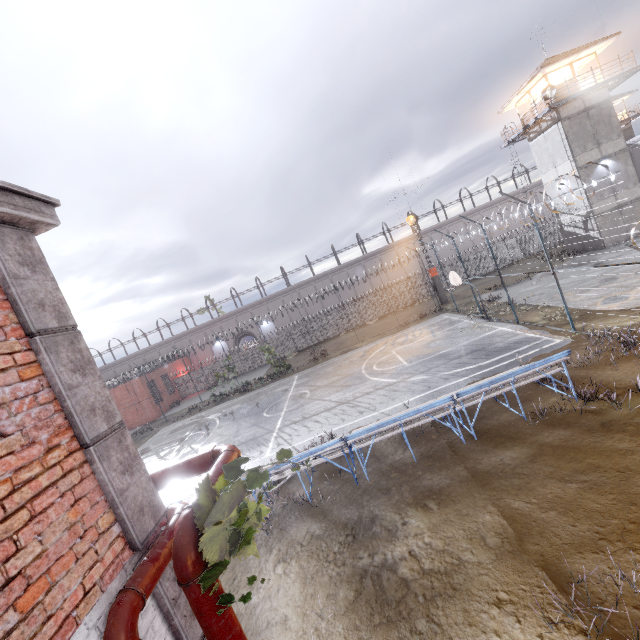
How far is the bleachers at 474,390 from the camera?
8.7 meters

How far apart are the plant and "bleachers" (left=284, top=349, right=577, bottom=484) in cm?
579

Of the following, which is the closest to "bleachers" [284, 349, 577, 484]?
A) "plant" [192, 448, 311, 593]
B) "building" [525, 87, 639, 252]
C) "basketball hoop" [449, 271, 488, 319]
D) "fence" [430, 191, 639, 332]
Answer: "plant" [192, 448, 311, 593]

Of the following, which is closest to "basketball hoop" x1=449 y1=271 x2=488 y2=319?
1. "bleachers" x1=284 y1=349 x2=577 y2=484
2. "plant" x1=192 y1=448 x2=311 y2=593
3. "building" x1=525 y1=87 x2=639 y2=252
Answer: "bleachers" x1=284 y1=349 x2=577 y2=484

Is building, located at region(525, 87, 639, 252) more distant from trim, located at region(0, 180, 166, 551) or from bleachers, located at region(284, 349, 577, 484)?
trim, located at region(0, 180, 166, 551)

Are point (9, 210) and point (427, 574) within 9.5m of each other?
yes

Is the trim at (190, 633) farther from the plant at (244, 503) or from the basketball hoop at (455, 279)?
the basketball hoop at (455, 279)
